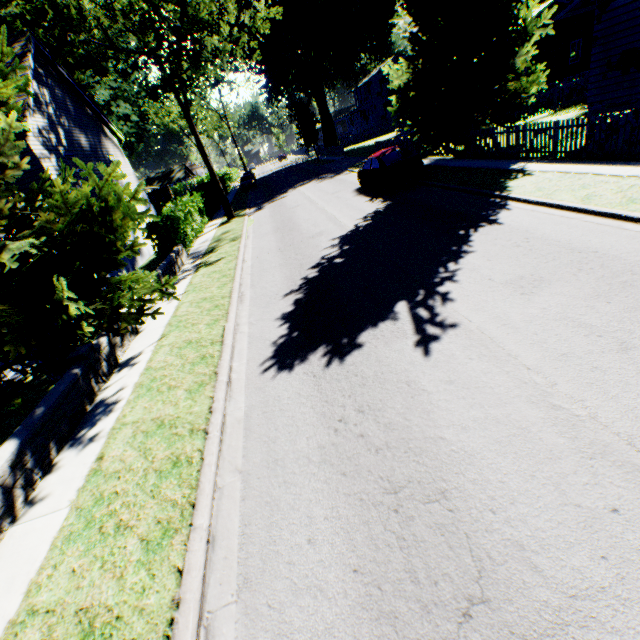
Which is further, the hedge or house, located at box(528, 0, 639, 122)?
the hedge

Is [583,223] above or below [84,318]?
below

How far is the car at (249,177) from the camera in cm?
3934

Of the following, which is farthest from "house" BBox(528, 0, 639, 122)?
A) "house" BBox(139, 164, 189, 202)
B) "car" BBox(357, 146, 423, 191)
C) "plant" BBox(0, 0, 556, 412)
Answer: "house" BBox(139, 164, 189, 202)

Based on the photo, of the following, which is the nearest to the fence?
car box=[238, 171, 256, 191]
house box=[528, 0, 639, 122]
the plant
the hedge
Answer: the plant

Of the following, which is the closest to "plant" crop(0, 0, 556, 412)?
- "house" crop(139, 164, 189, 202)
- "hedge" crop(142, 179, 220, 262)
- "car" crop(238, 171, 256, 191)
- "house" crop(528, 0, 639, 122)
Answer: "house" crop(528, 0, 639, 122)

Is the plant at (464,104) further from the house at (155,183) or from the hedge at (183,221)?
the hedge at (183,221)

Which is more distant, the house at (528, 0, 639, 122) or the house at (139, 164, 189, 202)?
the house at (139, 164, 189, 202)
